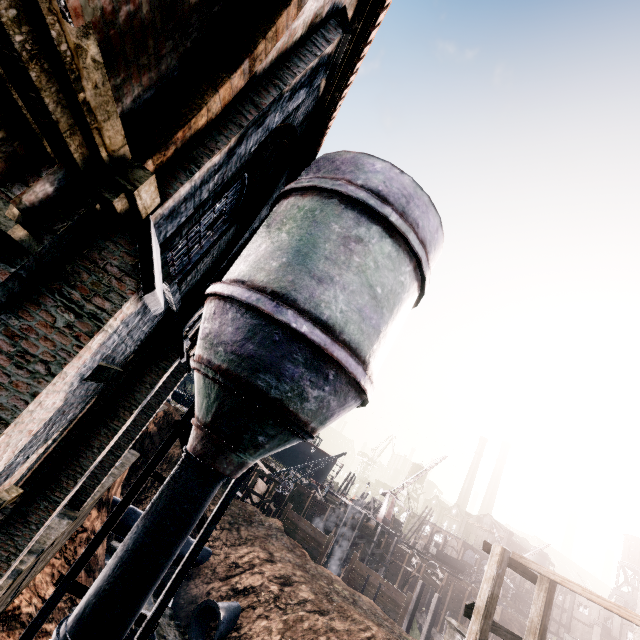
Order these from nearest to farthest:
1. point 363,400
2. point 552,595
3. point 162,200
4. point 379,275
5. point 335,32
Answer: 1. point 162,200
2. point 335,32
3. point 379,275
4. point 363,400
5. point 552,595

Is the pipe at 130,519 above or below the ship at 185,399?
below

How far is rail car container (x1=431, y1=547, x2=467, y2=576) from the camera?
57.05m

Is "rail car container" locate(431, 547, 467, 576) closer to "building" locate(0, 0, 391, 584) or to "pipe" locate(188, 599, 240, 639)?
"pipe" locate(188, 599, 240, 639)

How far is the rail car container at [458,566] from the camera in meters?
57.0

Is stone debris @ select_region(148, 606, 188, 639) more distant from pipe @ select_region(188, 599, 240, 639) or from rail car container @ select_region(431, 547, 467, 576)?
rail car container @ select_region(431, 547, 467, 576)

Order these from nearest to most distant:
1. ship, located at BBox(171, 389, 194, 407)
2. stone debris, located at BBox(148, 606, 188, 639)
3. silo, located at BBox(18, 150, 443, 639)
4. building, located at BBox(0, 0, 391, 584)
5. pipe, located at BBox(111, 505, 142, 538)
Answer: building, located at BBox(0, 0, 391, 584), silo, located at BBox(18, 150, 443, 639), stone debris, located at BBox(148, 606, 188, 639), pipe, located at BBox(111, 505, 142, 538), ship, located at BBox(171, 389, 194, 407)

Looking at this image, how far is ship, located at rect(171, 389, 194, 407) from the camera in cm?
5684
